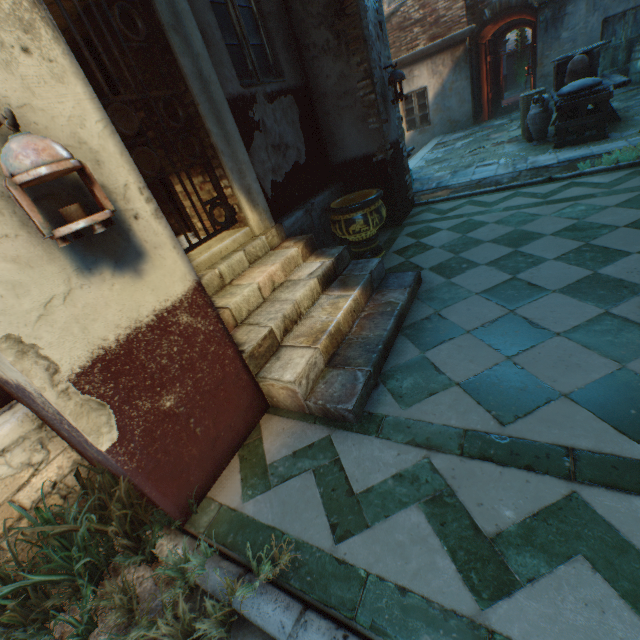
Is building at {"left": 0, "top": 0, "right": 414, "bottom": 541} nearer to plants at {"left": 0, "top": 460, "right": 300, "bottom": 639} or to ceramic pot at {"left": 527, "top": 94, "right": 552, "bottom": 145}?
plants at {"left": 0, "top": 460, "right": 300, "bottom": 639}

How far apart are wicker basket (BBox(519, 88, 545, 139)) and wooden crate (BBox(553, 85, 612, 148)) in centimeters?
82cm

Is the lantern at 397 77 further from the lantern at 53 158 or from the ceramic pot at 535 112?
the lantern at 53 158

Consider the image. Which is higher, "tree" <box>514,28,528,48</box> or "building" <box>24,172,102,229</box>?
"tree" <box>514,28,528,48</box>

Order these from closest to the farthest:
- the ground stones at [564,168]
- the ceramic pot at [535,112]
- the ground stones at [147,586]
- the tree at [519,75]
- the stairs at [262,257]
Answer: the ground stones at [147,586], the stairs at [262,257], the ground stones at [564,168], the ceramic pot at [535,112], the tree at [519,75]

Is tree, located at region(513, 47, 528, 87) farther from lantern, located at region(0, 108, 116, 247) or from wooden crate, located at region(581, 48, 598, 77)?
lantern, located at region(0, 108, 116, 247)

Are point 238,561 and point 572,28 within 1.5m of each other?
no

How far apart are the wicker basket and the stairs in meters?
6.6 m
